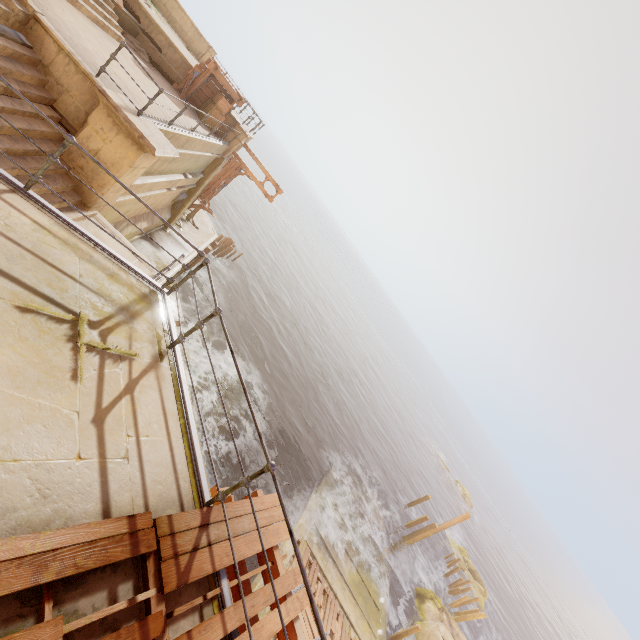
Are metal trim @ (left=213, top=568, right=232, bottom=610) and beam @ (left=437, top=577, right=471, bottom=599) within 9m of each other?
no

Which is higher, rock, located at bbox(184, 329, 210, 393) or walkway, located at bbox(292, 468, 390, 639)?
walkway, located at bbox(292, 468, 390, 639)

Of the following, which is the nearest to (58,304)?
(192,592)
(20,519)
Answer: (20,519)

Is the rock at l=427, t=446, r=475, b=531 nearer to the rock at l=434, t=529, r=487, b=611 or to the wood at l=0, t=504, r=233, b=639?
the rock at l=434, t=529, r=487, b=611

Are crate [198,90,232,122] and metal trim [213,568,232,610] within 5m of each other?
no

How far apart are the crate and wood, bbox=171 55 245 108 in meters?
0.0

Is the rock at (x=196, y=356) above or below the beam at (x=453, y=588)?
below

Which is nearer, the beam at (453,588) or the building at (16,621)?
the building at (16,621)
